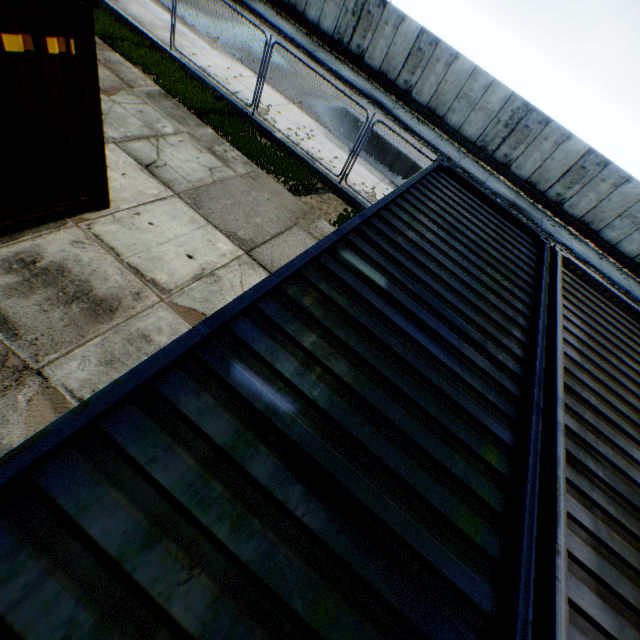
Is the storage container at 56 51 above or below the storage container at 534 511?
below

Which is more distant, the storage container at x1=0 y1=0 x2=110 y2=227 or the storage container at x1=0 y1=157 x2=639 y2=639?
the storage container at x1=0 y1=0 x2=110 y2=227

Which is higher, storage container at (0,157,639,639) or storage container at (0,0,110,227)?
storage container at (0,157,639,639)

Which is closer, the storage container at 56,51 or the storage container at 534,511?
the storage container at 534,511

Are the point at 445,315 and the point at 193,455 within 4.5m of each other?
yes
